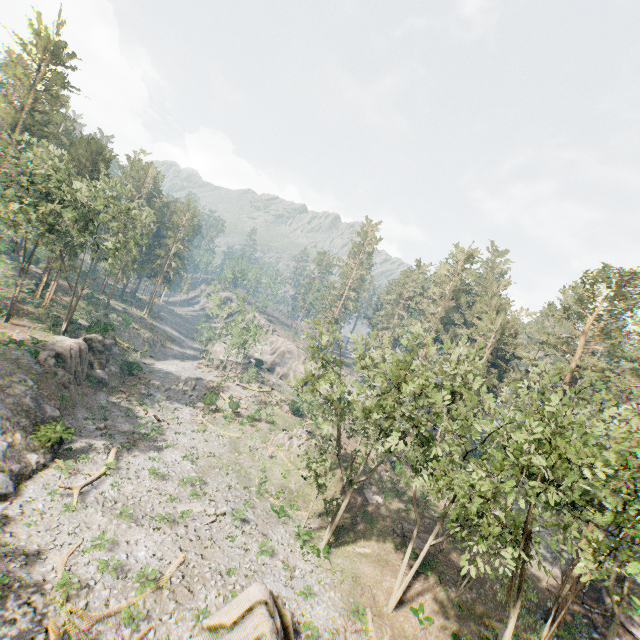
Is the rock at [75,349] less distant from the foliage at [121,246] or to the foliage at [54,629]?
the foliage at [121,246]

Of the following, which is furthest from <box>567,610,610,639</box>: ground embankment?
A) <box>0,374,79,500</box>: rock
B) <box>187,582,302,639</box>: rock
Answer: <box>0,374,79,500</box>: rock

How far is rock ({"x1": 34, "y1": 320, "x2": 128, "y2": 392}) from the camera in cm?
3256

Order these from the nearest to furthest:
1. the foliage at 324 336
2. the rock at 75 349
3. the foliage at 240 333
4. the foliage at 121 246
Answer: the foliage at 324 336 → the foliage at 121 246 → the rock at 75 349 → the foliage at 240 333

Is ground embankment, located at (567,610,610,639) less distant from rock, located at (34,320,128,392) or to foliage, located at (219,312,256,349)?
foliage, located at (219,312,256,349)

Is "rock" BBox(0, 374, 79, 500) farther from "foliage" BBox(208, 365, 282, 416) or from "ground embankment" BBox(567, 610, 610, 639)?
"ground embankment" BBox(567, 610, 610, 639)

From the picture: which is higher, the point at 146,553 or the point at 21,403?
the point at 21,403

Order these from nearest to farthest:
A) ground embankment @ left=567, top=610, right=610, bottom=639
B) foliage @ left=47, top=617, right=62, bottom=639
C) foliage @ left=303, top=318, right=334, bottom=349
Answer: foliage @ left=47, top=617, right=62, bottom=639 < foliage @ left=303, top=318, right=334, bottom=349 < ground embankment @ left=567, top=610, right=610, bottom=639
